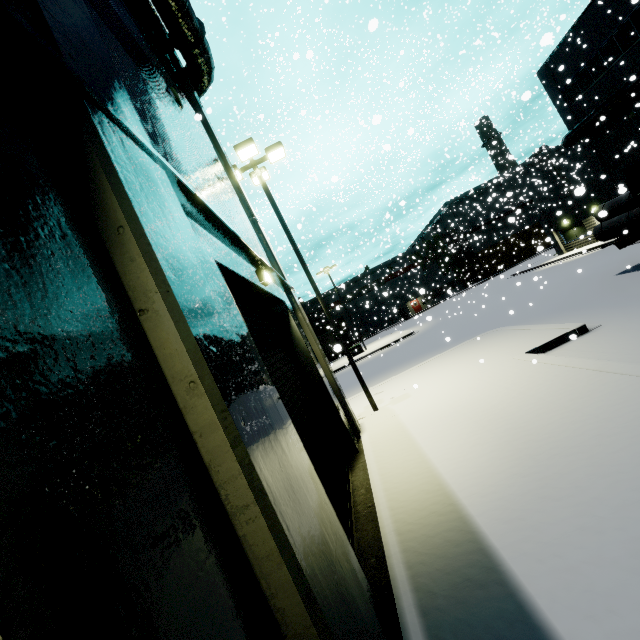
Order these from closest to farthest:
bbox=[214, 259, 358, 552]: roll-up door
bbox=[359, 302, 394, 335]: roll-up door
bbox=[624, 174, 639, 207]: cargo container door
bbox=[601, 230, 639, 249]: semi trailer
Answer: bbox=[214, 259, 358, 552]: roll-up door
bbox=[624, 174, 639, 207]: cargo container door
bbox=[601, 230, 639, 249]: semi trailer
bbox=[359, 302, 394, 335]: roll-up door

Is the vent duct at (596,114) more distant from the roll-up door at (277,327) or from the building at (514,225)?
the roll-up door at (277,327)

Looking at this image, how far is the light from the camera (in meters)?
A: 10.70

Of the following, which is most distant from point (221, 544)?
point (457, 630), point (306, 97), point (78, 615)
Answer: point (306, 97)

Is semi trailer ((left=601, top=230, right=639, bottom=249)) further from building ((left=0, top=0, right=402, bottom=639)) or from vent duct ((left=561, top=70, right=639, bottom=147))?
vent duct ((left=561, top=70, right=639, bottom=147))

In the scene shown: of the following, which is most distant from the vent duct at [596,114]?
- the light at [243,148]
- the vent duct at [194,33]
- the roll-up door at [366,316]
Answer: the light at [243,148]

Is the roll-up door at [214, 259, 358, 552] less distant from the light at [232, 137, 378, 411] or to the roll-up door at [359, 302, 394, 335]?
the light at [232, 137, 378, 411]

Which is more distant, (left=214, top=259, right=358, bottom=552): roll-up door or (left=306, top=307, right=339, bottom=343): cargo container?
(left=306, top=307, right=339, bottom=343): cargo container
